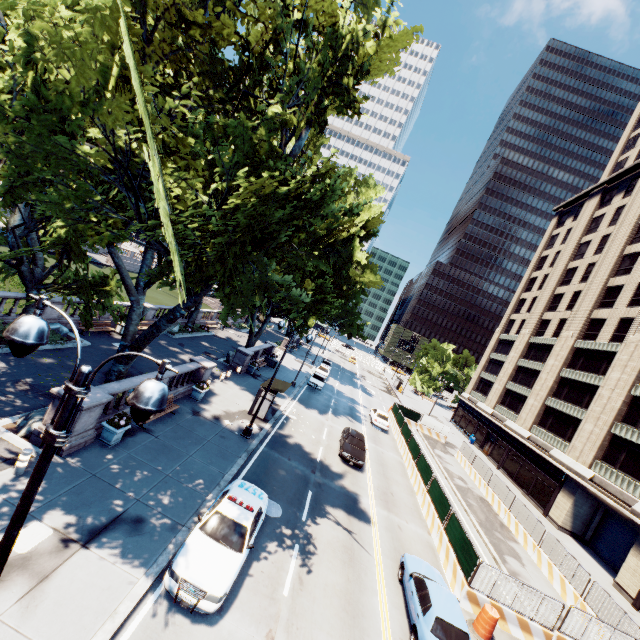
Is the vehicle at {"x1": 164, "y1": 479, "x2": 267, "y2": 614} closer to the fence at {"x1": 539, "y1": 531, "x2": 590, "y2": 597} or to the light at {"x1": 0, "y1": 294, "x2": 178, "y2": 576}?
the light at {"x1": 0, "y1": 294, "x2": 178, "y2": 576}

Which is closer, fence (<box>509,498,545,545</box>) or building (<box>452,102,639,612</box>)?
fence (<box>509,498,545,545</box>)

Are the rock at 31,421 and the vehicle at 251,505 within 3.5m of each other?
no

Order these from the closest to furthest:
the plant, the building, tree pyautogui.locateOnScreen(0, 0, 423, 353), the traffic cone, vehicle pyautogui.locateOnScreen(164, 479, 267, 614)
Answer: tree pyautogui.locateOnScreen(0, 0, 423, 353) < vehicle pyautogui.locateOnScreen(164, 479, 267, 614) < the traffic cone < the plant < the building

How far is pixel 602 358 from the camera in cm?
3416

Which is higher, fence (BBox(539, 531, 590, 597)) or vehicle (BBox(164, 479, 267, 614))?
fence (BBox(539, 531, 590, 597))

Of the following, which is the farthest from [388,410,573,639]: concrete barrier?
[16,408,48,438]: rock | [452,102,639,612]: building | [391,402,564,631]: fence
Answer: [16,408,48,438]: rock

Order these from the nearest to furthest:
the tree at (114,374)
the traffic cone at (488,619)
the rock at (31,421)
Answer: the rock at (31,421) → the traffic cone at (488,619) → the tree at (114,374)
